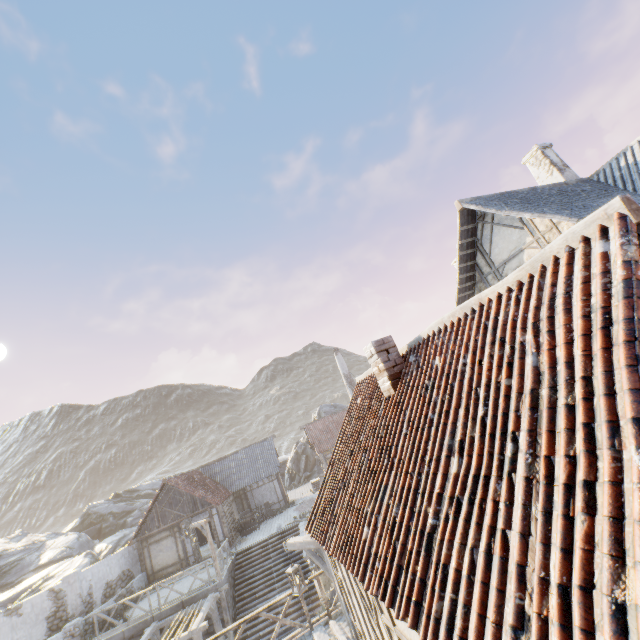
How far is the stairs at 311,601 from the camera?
16.44m

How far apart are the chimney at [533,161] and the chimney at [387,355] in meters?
11.8 m

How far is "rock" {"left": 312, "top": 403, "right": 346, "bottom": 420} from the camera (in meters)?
40.28

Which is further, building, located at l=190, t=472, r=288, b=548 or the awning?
building, located at l=190, t=472, r=288, b=548

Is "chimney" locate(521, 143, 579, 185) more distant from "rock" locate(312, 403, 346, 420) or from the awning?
"rock" locate(312, 403, 346, 420)

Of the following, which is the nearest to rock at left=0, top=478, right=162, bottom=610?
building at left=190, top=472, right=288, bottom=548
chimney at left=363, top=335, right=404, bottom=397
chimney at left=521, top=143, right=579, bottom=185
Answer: building at left=190, top=472, right=288, bottom=548

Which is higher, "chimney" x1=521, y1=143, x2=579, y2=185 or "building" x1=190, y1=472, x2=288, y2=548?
"chimney" x1=521, y1=143, x2=579, y2=185

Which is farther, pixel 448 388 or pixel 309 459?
pixel 309 459
